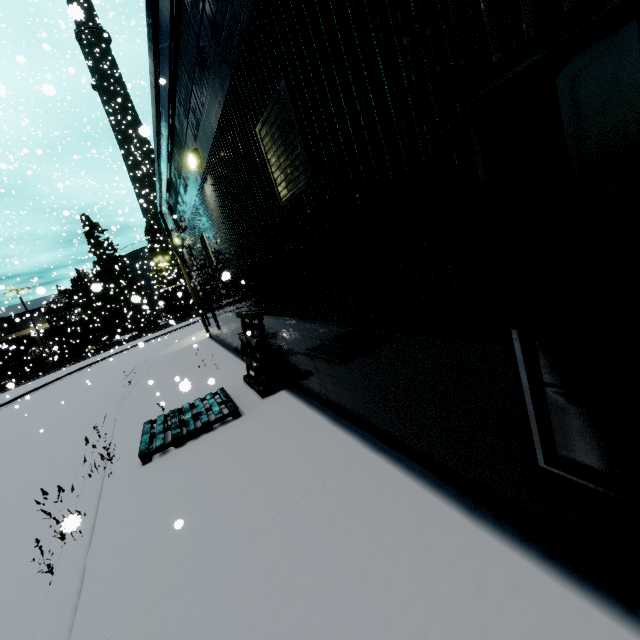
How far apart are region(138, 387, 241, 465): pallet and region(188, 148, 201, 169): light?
3.46m

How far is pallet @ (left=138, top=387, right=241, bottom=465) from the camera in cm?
611

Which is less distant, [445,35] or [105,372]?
[445,35]

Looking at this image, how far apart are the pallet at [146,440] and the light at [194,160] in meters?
3.5 m

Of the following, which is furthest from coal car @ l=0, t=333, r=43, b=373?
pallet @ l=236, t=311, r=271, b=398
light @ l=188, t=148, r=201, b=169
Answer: light @ l=188, t=148, r=201, b=169

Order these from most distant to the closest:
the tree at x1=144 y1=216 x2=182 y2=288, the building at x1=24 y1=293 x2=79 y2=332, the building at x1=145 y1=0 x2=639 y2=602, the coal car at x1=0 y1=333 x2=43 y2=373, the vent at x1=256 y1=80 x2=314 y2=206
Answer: the building at x1=24 y1=293 x2=79 y2=332 < the tree at x1=144 y1=216 x2=182 y2=288 < the coal car at x1=0 y1=333 x2=43 y2=373 < the vent at x1=256 y1=80 x2=314 y2=206 < the building at x1=145 y1=0 x2=639 y2=602

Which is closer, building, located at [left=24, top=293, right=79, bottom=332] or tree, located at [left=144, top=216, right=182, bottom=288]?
tree, located at [left=144, top=216, right=182, bottom=288]
